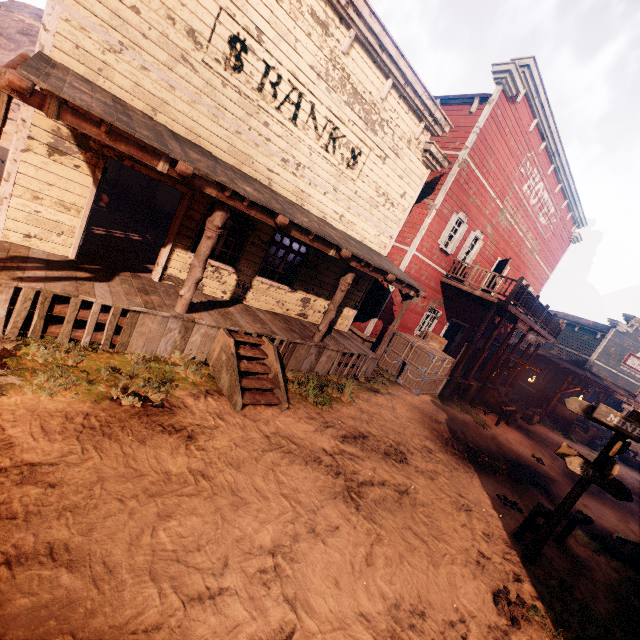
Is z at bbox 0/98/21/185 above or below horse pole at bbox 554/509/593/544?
above

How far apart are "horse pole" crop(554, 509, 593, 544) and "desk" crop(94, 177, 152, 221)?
16.11m

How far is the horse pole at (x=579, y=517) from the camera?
6.7m

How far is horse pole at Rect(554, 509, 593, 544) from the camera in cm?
666

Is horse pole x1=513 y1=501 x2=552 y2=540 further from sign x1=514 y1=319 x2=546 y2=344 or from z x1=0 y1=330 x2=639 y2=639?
sign x1=514 y1=319 x2=546 y2=344

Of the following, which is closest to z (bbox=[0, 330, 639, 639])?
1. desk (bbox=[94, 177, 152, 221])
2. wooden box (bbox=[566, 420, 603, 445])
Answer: wooden box (bbox=[566, 420, 603, 445])

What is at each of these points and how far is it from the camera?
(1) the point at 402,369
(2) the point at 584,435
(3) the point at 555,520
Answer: (1) wooden box, 13.9 meters
(2) wooden box, 19.5 meters
(3) sign, 5.8 meters
